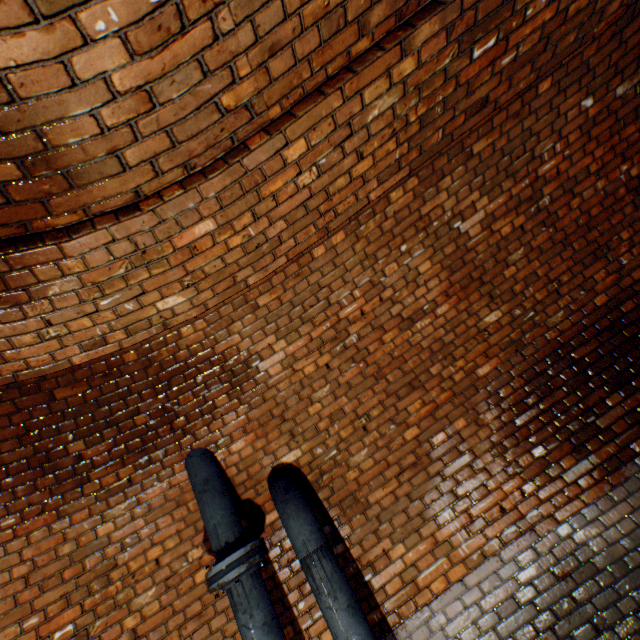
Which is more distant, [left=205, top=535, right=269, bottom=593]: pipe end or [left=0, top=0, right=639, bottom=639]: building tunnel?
[left=205, top=535, right=269, bottom=593]: pipe end

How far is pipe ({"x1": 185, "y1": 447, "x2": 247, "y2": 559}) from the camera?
2.4 meters

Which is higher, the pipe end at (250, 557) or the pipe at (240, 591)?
the pipe end at (250, 557)

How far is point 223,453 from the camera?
2.9m

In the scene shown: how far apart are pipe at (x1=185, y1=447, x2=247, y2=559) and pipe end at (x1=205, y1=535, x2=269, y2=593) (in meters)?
0.09

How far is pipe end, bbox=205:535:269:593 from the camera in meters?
2.2

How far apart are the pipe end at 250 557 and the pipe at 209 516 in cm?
9

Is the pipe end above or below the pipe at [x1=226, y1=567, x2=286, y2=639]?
above
